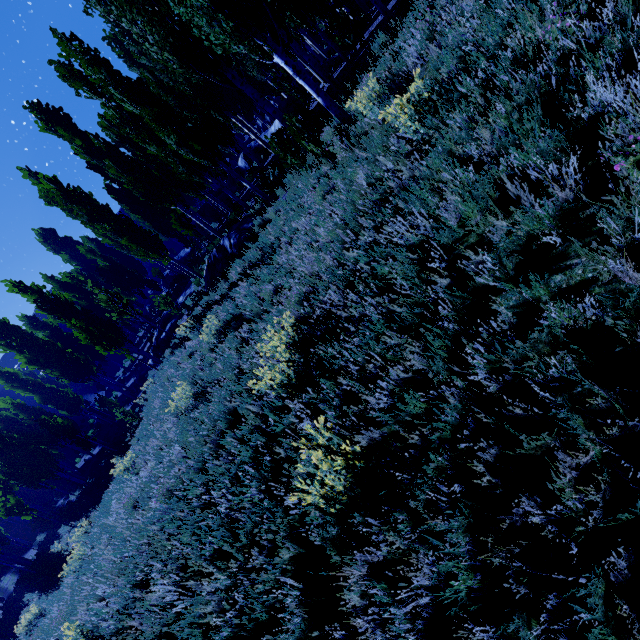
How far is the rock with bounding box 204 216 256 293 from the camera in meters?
13.0 m

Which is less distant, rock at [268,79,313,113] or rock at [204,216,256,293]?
rock at [204,216,256,293]

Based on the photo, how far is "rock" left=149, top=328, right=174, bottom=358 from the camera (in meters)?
20.77

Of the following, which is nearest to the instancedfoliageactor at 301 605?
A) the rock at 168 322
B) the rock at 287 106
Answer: the rock at 287 106

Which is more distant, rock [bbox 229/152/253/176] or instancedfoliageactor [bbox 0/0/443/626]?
rock [bbox 229/152/253/176]

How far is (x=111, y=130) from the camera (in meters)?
16.27

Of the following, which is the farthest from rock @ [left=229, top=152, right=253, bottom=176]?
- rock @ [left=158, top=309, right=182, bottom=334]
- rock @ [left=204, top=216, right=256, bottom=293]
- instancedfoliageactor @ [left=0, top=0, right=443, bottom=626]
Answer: rock @ [left=158, top=309, right=182, bottom=334]

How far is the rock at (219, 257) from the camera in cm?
1303
